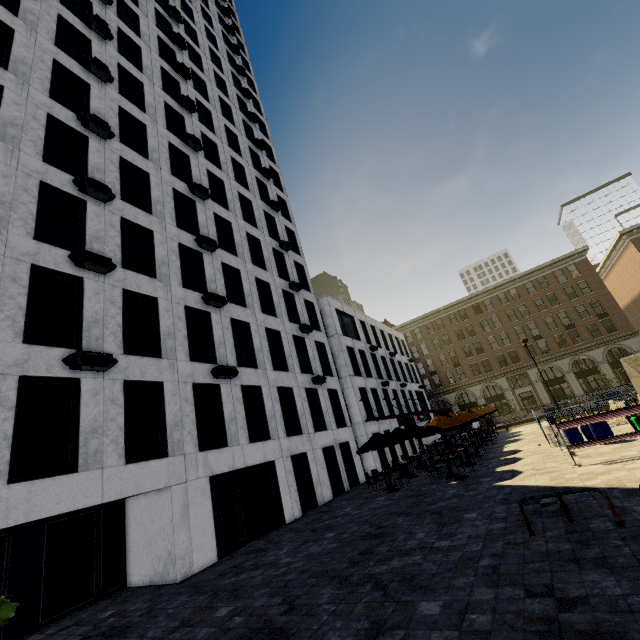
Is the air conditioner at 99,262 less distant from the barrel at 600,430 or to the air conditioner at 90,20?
the air conditioner at 90,20

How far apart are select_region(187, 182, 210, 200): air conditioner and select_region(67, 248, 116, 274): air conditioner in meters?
8.6

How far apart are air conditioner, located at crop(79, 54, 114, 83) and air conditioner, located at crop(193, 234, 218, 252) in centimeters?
922cm

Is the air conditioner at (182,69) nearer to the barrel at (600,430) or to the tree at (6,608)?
the tree at (6,608)

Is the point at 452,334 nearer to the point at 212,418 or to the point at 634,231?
the point at 634,231

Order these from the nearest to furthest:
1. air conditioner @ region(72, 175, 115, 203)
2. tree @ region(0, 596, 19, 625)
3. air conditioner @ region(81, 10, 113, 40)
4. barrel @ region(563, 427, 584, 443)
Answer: tree @ region(0, 596, 19, 625), air conditioner @ region(72, 175, 115, 203), barrel @ region(563, 427, 584, 443), air conditioner @ region(81, 10, 113, 40)

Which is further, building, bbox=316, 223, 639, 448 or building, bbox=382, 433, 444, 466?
building, bbox=316, 223, 639, 448

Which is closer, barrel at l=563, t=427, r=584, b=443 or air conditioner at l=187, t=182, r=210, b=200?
barrel at l=563, t=427, r=584, b=443
